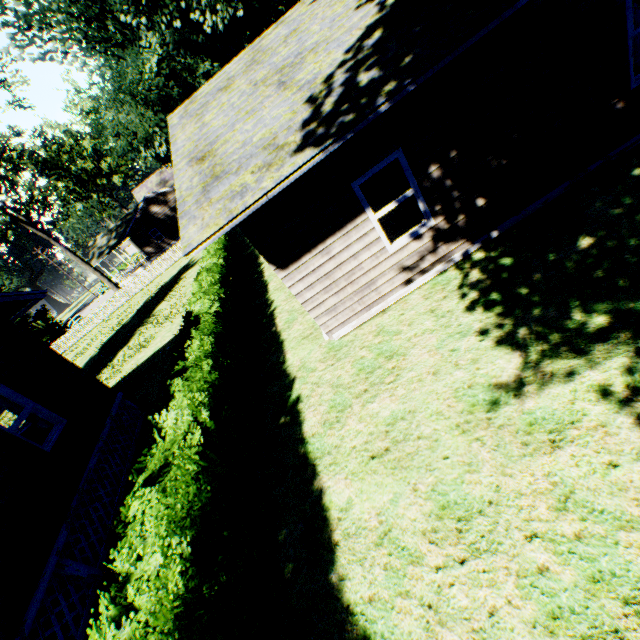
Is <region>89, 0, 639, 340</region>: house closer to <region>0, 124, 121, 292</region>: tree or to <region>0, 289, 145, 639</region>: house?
<region>0, 289, 145, 639</region>: house

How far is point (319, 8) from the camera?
7.2m

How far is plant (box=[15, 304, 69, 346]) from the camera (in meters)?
35.66

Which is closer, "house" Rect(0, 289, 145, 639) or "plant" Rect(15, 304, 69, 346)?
"house" Rect(0, 289, 145, 639)

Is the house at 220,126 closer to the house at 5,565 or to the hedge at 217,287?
the hedge at 217,287

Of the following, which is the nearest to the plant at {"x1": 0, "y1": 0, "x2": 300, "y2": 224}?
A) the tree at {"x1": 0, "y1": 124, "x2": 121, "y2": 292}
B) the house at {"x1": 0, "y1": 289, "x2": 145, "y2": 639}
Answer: the house at {"x1": 0, "y1": 289, "x2": 145, "y2": 639}

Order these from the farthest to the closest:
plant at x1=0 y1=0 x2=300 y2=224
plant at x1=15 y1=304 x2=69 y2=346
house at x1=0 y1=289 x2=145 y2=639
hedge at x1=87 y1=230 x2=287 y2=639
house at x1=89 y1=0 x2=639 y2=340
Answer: plant at x1=15 y1=304 x2=69 y2=346, plant at x1=0 y1=0 x2=300 y2=224, house at x1=0 y1=289 x2=145 y2=639, house at x1=89 y1=0 x2=639 y2=340, hedge at x1=87 y1=230 x2=287 y2=639

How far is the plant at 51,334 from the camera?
35.66m
